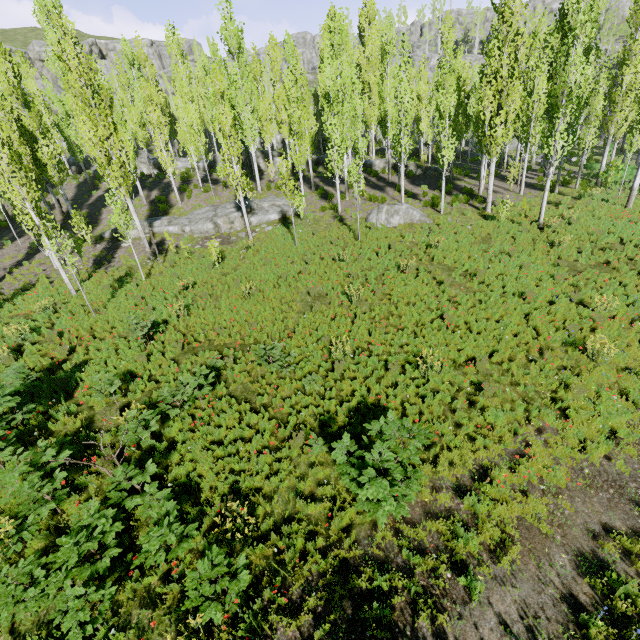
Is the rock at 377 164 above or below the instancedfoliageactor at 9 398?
above

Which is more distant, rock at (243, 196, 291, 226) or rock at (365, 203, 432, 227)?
rock at (243, 196, 291, 226)

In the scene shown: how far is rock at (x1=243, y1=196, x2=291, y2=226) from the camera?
21.75m

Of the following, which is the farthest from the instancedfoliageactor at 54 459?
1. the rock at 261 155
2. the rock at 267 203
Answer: the rock at 267 203

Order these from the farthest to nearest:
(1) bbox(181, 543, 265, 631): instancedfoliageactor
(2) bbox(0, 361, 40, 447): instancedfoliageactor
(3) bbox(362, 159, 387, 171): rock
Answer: (3) bbox(362, 159, 387, 171): rock
(2) bbox(0, 361, 40, 447): instancedfoliageactor
(1) bbox(181, 543, 265, 631): instancedfoliageactor

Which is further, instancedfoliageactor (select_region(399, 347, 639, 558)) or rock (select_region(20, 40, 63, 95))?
rock (select_region(20, 40, 63, 95))

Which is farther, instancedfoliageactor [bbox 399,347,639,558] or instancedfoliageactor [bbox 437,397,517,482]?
instancedfoliageactor [bbox 437,397,517,482]

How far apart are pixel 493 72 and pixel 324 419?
20.2 meters
